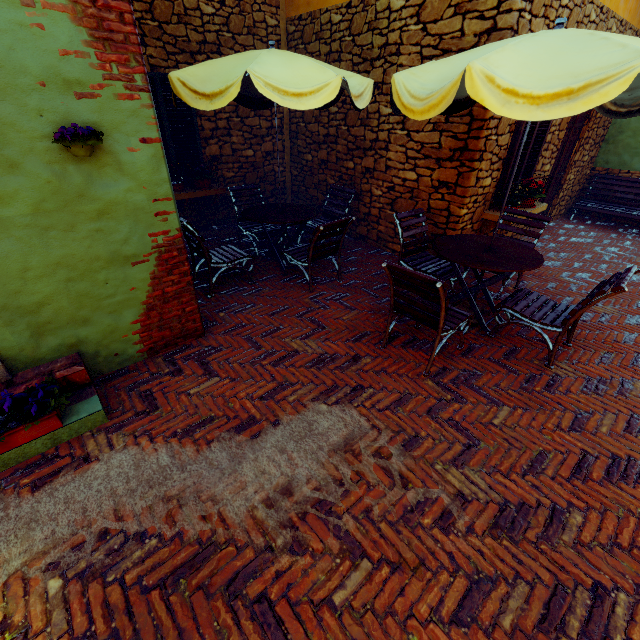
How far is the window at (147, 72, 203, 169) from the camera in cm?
522

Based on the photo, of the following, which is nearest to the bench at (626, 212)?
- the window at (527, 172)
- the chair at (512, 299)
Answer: the window at (527, 172)

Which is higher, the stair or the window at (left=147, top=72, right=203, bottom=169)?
the window at (left=147, top=72, right=203, bottom=169)

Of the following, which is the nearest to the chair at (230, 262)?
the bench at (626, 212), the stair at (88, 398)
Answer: the stair at (88, 398)

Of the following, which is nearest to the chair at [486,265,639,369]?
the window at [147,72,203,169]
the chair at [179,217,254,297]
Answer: the chair at [179,217,254,297]

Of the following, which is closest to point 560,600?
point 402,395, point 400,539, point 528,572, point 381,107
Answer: point 528,572

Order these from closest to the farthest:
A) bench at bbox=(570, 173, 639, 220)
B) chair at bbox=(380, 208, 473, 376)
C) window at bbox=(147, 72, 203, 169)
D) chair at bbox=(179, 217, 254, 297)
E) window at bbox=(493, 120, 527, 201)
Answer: chair at bbox=(380, 208, 473, 376)
chair at bbox=(179, 217, 254, 297)
window at bbox=(493, 120, 527, 201)
window at bbox=(147, 72, 203, 169)
bench at bbox=(570, 173, 639, 220)

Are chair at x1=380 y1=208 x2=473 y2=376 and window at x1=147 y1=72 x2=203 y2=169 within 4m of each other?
no
